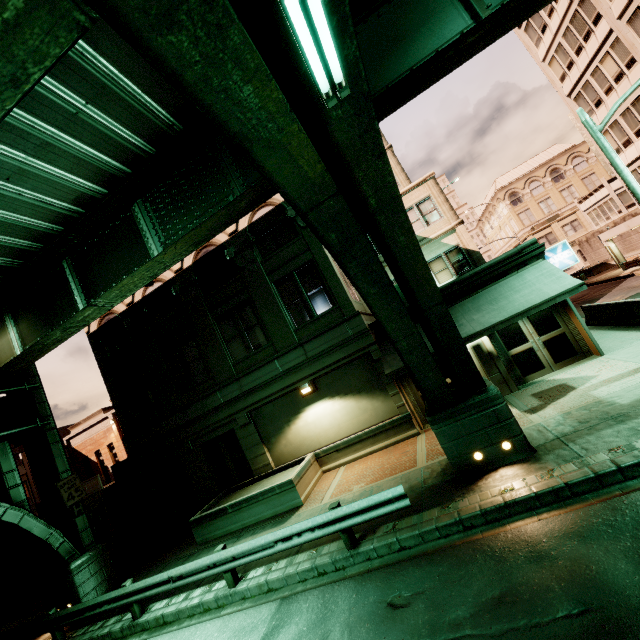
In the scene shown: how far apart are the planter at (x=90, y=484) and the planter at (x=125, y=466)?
4.5 meters

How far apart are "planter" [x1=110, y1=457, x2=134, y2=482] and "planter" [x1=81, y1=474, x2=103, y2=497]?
4.5 meters

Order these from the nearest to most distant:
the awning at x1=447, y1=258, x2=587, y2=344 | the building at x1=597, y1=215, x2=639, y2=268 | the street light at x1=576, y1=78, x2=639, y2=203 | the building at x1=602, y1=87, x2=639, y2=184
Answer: the street light at x1=576, y1=78, x2=639, y2=203 → the awning at x1=447, y1=258, x2=587, y2=344 → the building at x1=602, y1=87, x2=639, y2=184 → the building at x1=597, y1=215, x2=639, y2=268

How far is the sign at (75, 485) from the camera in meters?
12.8

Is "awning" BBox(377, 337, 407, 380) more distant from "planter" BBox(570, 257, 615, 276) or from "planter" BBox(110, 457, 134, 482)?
"planter" BBox(570, 257, 615, 276)

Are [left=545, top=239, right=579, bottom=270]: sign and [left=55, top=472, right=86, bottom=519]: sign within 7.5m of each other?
no

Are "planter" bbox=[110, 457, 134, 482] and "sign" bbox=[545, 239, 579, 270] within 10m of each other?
no

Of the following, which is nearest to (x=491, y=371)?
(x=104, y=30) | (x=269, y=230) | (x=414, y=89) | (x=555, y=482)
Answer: (x=555, y=482)
